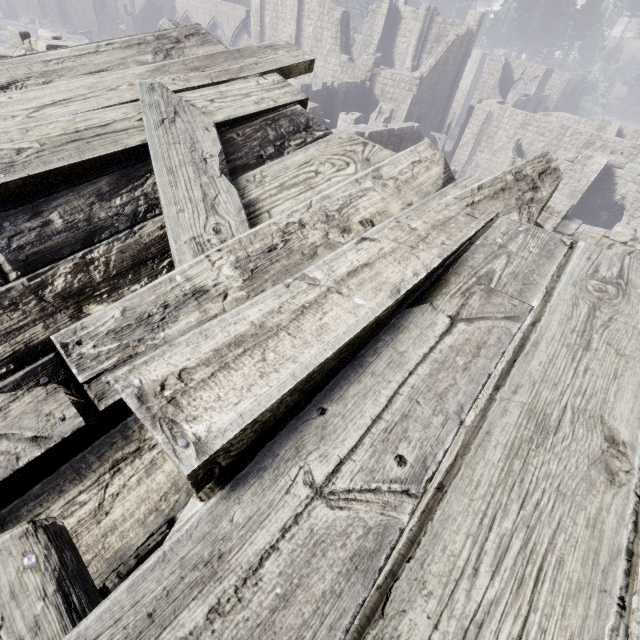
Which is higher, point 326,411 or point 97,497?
point 326,411

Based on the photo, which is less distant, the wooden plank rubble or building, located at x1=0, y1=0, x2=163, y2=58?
the wooden plank rubble

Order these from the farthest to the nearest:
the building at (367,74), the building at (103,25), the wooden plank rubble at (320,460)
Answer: the building at (367,74)
the building at (103,25)
the wooden plank rubble at (320,460)

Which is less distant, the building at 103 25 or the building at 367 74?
the building at 103 25

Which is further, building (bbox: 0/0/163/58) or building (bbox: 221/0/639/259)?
building (bbox: 221/0/639/259)

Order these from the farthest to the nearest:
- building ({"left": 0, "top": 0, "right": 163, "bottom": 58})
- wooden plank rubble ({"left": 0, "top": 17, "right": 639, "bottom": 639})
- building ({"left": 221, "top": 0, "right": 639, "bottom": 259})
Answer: building ({"left": 221, "top": 0, "right": 639, "bottom": 259}), building ({"left": 0, "top": 0, "right": 163, "bottom": 58}), wooden plank rubble ({"left": 0, "top": 17, "right": 639, "bottom": 639})
